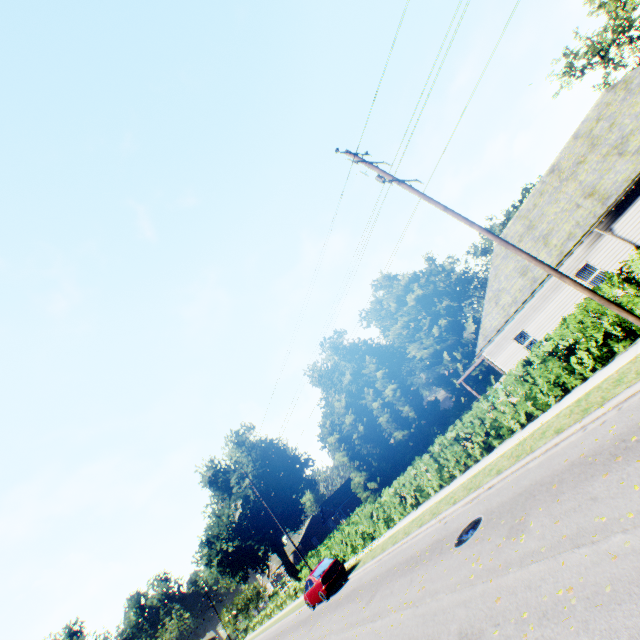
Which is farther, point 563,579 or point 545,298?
point 545,298

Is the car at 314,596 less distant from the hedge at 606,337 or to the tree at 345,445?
the hedge at 606,337

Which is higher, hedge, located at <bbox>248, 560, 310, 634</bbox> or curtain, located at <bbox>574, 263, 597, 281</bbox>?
curtain, located at <bbox>574, 263, 597, 281</bbox>

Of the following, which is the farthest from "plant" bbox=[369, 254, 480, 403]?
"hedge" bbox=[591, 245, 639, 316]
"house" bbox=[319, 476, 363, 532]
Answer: "house" bbox=[319, 476, 363, 532]

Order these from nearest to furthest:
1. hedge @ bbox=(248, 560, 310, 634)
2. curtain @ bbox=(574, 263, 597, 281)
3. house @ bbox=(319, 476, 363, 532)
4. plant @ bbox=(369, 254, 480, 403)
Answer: curtain @ bbox=(574, 263, 597, 281), hedge @ bbox=(248, 560, 310, 634), house @ bbox=(319, 476, 363, 532), plant @ bbox=(369, 254, 480, 403)

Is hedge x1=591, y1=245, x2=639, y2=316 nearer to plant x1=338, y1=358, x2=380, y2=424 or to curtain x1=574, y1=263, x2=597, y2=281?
plant x1=338, y1=358, x2=380, y2=424

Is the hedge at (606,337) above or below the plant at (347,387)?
below

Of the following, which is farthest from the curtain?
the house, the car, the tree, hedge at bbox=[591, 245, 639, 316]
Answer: the house
